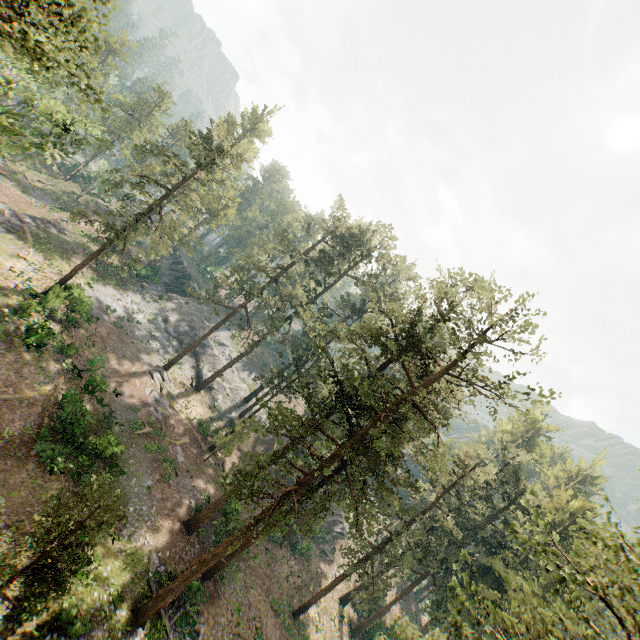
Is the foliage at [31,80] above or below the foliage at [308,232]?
below

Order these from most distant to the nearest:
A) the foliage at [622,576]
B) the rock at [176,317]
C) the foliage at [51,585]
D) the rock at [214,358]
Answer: the rock at [176,317], the rock at [214,358], the foliage at [51,585], the foliage at [622,576]

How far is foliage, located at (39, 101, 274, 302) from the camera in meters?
28.5

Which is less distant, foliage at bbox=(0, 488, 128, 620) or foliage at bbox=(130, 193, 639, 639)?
foliage at bbox=(130, 193, 639, 639)

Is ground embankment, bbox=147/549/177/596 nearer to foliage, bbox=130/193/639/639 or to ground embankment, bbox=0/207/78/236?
foliage, bbox=130/193/639/639

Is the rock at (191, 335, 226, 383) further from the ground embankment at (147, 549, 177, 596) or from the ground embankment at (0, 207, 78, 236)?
the ground embankment at (147, 549, 177, 596)

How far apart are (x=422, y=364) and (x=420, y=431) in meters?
38.5

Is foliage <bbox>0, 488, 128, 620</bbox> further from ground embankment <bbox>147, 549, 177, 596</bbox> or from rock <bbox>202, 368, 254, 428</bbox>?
ground embankment <bbox>147, 549, 177, 596</bbox>
